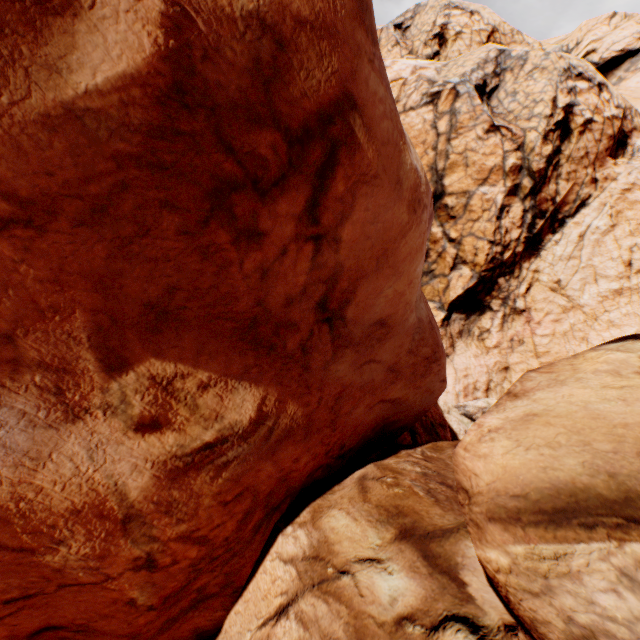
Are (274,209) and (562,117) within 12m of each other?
no
